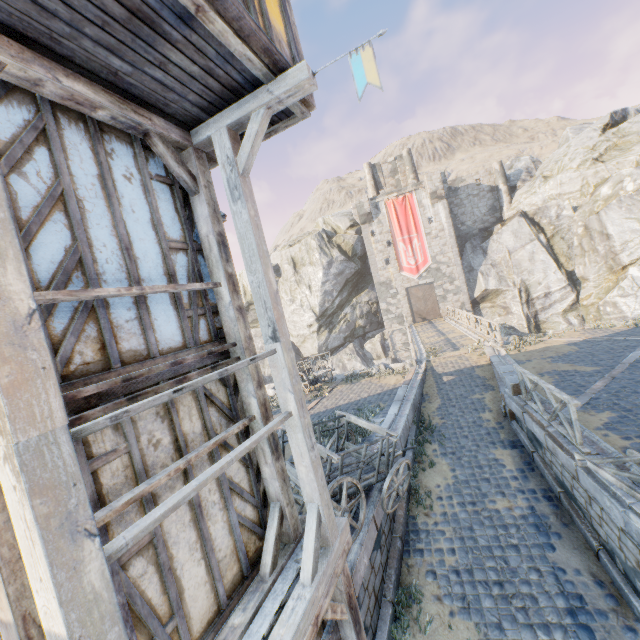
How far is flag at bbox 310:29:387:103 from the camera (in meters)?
3.39

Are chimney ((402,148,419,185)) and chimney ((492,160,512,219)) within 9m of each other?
yes

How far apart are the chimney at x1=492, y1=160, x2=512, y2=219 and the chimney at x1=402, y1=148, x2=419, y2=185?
7.3m

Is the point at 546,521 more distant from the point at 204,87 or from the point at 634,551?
the point at 204,87

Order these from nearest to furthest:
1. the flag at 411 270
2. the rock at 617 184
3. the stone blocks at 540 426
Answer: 1. the stone blocks at 540 426
2. the rock at 617 184
3. the flag at 411 270

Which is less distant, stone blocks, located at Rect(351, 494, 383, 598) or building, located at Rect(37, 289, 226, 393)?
building, located at Rect(37, 289, 226, 393)

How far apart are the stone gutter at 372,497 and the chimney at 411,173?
37.4m

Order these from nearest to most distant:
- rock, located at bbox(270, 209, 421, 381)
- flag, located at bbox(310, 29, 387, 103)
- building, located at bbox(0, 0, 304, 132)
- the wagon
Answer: building, located at bbox(0, 0, 304, 132)
flag, located at bbox(310, 29, 387, 103)
the wagon
rock, located at bbox(270, 209, 421, 381)
